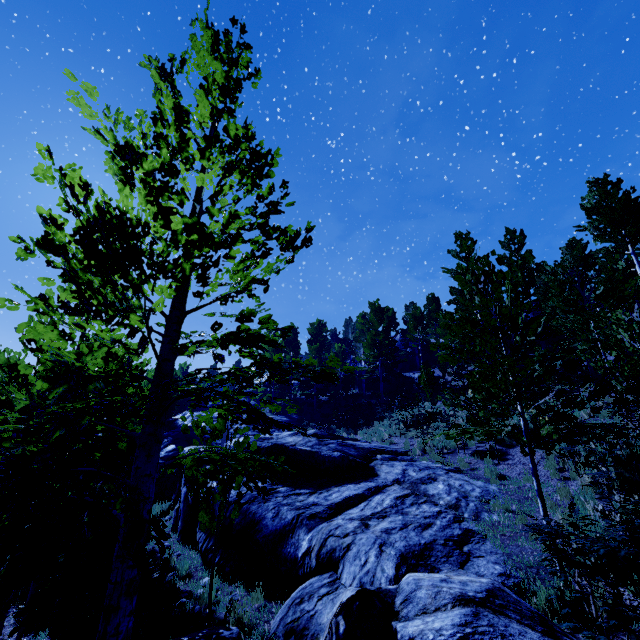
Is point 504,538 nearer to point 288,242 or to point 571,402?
point 571,402

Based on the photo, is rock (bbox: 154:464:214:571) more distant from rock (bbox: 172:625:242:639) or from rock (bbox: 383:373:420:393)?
rock (bbox: 383:373:420:393)

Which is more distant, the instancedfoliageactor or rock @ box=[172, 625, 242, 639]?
rock @ box=[172, 625, 242, 639]

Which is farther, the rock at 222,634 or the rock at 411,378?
the rock at 411,378

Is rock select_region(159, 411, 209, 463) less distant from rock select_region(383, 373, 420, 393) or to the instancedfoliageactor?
the instancedfoliageactor

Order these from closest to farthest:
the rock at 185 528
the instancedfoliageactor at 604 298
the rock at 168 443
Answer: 1. the instancedfoliageactor at 604 298
2. the rock at 185 528
3. the rock at 168 443

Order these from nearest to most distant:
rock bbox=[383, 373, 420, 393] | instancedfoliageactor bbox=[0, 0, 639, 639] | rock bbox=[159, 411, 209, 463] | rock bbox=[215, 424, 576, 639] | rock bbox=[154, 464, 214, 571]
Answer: instancedfoliageactor bbox=[0, 0, 639, 639] → rock bbox=[215, 424, 576, 639] → rock bbox=[154, 464, 214, 571] → rock bbox=[159, 411, 209, 463] → rock bbox=[383, 373, 420, 393]

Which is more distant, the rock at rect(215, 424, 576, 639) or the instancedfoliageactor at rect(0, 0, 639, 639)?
the rock at rect(215, 424, 576, 639)
